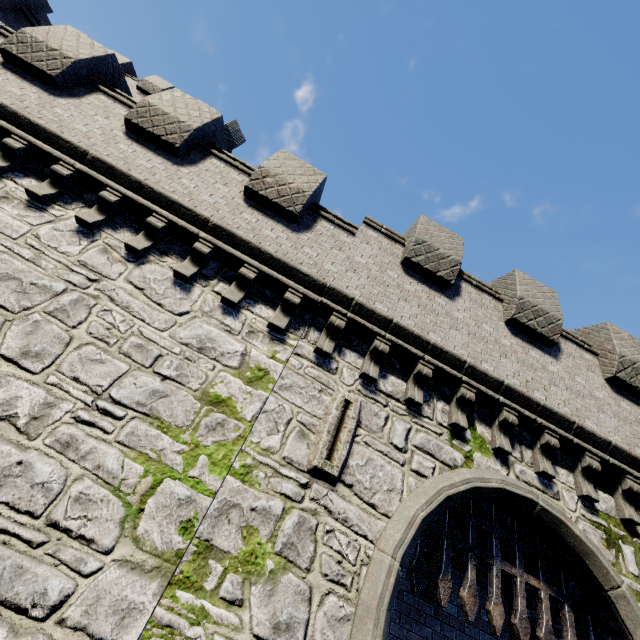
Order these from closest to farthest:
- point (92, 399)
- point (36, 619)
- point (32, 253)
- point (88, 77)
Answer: point (36, 619) → point (92, 399) → point (32, 253) → point (88, 77)

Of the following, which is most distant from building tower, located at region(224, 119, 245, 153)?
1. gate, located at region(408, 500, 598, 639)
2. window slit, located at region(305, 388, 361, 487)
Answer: gate, located at region(408, 500, 598, 639)

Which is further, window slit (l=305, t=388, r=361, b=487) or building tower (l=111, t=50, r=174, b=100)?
building tower (l=111, t=50, r=174, b=100)

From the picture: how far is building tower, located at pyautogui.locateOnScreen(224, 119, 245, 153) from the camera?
19.7m

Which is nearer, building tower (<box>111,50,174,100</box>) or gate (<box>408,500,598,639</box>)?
gate (<box>408,500,598,639</box>)

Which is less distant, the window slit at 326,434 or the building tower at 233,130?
the window slit at 326,434

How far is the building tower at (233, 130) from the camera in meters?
19.7 m
